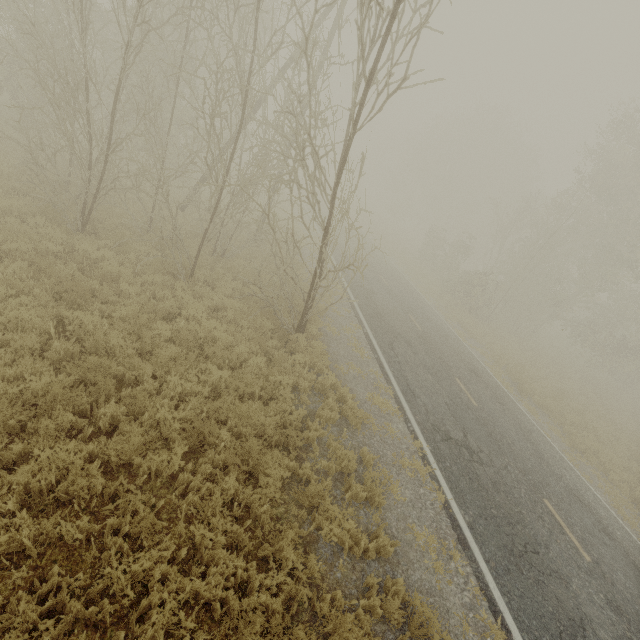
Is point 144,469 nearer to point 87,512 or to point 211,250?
point 87,512

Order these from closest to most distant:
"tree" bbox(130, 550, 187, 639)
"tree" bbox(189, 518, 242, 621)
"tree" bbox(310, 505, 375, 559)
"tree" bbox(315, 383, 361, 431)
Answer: "tree" bbox(130, 550, 187, 639) → "tree" bbox(189, 518, 242, 621) → "tree" bbox(310, 505, 375, 559) → "tree" bbox(315, 383, 361, 431)

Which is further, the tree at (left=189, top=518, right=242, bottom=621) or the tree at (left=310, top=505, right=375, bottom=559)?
the tree at (left=310, top=505, right=375, bottom=559)

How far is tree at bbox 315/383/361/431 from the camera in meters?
7.9

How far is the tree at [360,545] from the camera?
5.5 meters
